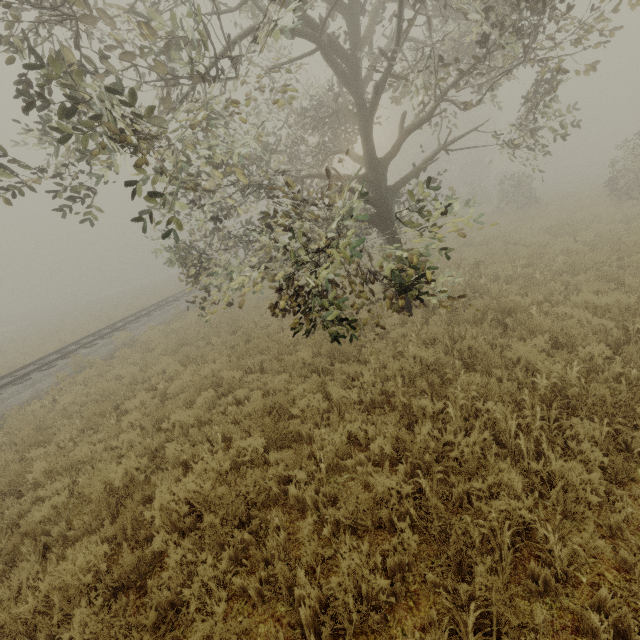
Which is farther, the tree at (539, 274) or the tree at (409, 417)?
the tree at (539, 274)

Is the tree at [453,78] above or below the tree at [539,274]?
above

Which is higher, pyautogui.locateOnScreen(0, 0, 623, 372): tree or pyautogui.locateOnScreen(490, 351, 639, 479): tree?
pyautogui.locateOnScreen(0, 0, 623, 372): tree

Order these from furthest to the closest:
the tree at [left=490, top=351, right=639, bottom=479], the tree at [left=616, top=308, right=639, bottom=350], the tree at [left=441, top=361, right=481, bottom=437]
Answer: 1. the tree at [left=616, top=308, right=639, bottom=350]
2. the tree at [left=441, top=361, right=481, bottom=437]
3. the tree at [left=490, top=351, right=639, bottom=479]

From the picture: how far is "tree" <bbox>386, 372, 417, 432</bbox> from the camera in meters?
5.1

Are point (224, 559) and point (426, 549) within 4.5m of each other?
yes
